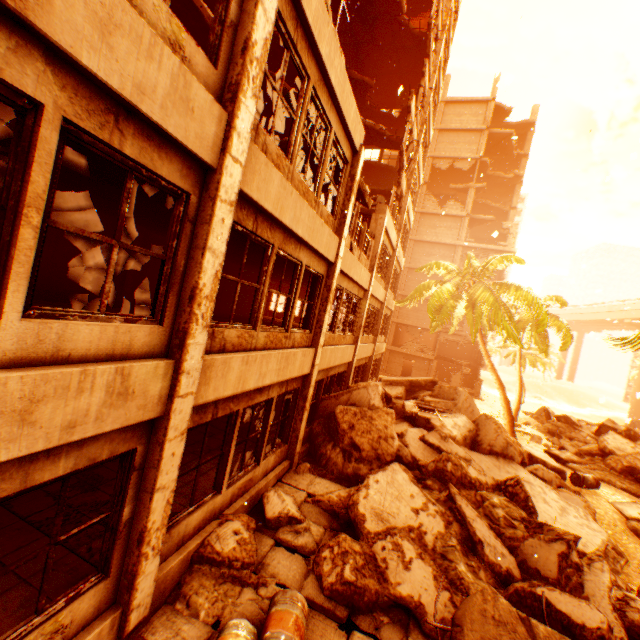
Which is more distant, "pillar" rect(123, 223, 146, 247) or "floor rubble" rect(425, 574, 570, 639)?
"pillar" rect(123, 223, 146, 247)

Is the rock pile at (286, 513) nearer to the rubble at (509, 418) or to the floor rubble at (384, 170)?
the rubble at (509, 418)

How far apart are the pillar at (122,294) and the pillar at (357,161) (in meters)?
6.63

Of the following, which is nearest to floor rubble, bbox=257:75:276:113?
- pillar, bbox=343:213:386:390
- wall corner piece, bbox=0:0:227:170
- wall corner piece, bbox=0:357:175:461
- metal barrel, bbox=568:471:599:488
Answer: wall corner piece, bbox=0:0:227:170

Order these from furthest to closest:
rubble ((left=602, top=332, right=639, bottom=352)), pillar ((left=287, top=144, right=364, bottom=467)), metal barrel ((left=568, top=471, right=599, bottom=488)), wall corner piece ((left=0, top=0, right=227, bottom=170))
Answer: metal barrel ((left=568, top=471, right=599, bottom=488)), pillar ((left=287, top=144, right=364, bottom=467)), rubble ((left=602, top=332, right=639, bottom=352)), wall corner piece ((left=0, top=0, right=227, bottom=170))

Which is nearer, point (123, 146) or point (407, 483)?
point (123, 146)

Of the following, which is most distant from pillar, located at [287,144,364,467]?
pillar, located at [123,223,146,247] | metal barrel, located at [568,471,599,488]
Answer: metal barrel, located at [568,471,599,488]

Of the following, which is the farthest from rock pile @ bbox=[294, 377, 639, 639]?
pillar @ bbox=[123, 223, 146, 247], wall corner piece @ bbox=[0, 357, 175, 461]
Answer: pillar @ bbox=[123, 223, 146, 247]
